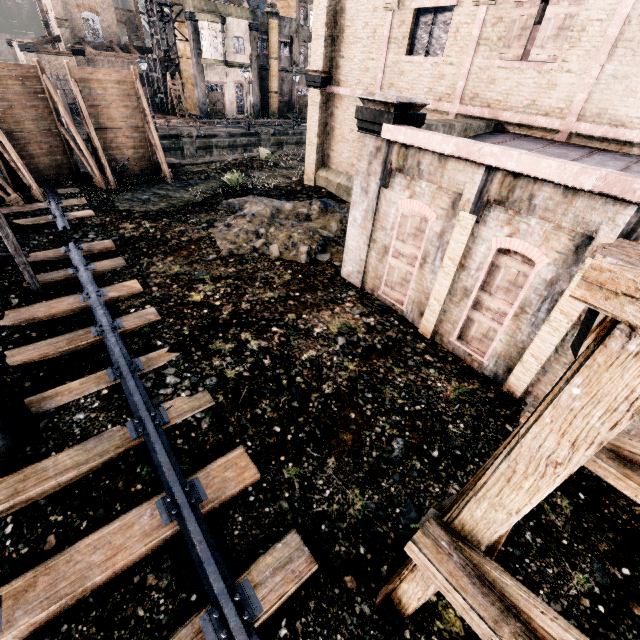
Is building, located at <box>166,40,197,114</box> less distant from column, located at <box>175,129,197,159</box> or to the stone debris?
column, located at <box>175,129,197,159</box>

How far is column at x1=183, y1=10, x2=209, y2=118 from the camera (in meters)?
34.19

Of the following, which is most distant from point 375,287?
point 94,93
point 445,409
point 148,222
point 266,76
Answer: point 266,76

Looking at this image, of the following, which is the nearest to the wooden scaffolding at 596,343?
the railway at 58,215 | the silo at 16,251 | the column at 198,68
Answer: the silo at 16,251

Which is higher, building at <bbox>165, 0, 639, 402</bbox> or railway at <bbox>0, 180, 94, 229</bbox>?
building at <bbox>165, 0, 639, 402</bbox>

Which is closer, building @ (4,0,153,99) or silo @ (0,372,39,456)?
silo @ (0,372,39,456)

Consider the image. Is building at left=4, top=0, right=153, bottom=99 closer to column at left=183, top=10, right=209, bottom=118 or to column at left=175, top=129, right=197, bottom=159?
column at left=183, top=10, right=209, bottom=118

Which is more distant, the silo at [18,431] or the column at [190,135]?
the column at [190,135]
